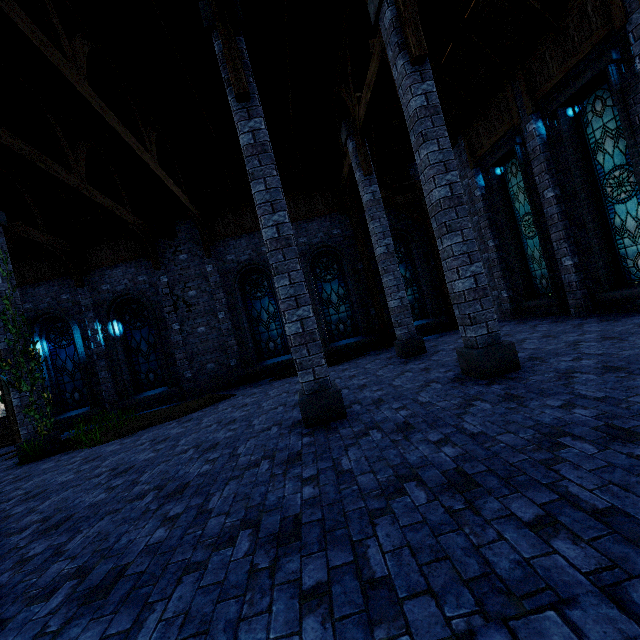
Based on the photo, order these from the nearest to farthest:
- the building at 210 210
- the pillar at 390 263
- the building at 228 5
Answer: the building at 228 5 → the building at 210 210 → the pillar at 390 263

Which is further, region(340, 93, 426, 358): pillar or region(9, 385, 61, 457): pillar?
region(340, 93, 426, 358): pillar

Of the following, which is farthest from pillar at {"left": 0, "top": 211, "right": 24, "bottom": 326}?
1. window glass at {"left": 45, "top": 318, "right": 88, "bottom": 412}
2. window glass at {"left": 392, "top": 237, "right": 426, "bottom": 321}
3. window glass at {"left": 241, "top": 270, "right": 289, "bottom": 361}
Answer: window glass at {"left": 392, "top": 237, "right": 426, "bottom": 321}

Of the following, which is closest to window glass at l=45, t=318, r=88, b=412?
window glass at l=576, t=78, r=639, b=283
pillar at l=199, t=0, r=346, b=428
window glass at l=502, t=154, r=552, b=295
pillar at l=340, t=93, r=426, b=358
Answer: pillar at l=199, t=0, r=346, b=428

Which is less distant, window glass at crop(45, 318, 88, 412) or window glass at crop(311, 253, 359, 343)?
window glass at crop(45, 318, 88, 412)

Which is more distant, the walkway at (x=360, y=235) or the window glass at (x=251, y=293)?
the window glass at (x=251, y=293)

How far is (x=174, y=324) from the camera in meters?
12.7 m

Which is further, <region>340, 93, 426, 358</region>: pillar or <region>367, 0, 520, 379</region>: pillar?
<region>340, 93, 426, 358</region>: pillar
